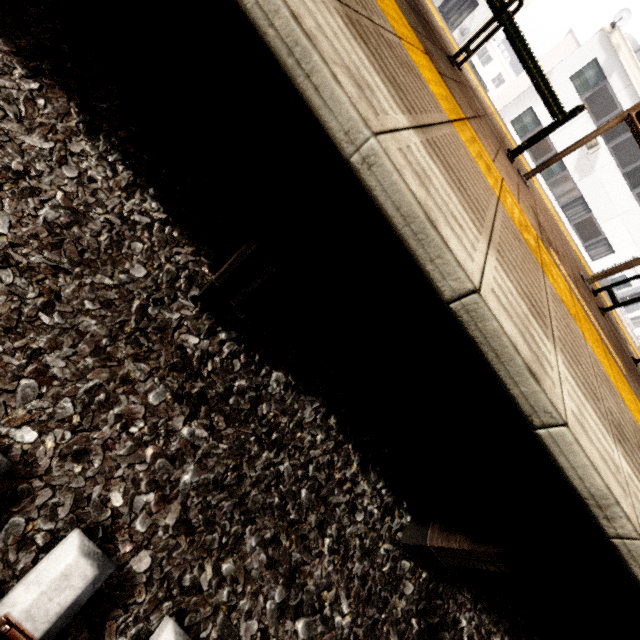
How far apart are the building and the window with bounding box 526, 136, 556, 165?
15.9 meters

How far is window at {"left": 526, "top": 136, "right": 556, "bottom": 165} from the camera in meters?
18.5 m

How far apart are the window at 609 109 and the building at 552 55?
15.9m

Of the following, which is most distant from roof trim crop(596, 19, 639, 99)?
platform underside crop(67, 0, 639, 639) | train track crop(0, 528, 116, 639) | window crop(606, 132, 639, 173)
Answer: train track crop(0, 528, 116, 639)

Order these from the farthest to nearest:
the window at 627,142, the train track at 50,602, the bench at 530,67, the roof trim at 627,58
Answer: the window at 627,142, the roof trim at 627,58, the bench at 530,67, the train track at 50,602

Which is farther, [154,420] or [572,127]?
[572,127]

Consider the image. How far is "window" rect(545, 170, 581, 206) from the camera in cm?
1889

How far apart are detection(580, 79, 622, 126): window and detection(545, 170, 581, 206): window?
2.1 meters
